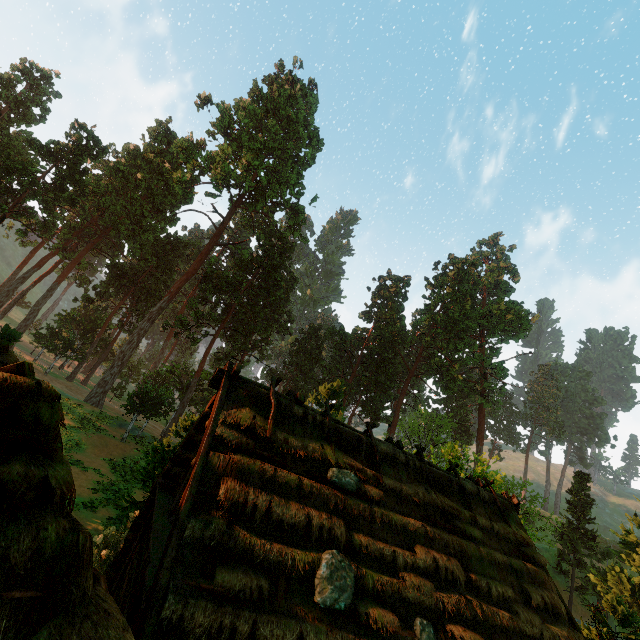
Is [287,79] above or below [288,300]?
above

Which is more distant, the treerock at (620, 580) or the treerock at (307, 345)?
the treerock at (307, 345)

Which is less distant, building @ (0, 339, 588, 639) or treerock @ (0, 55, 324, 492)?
building @ (0, 339, 588, 639)

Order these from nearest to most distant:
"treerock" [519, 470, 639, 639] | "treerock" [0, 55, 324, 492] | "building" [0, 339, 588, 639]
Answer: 1. "building" [0, 339, 588, 639]
2. "treerock" [519, 470, 639, 639]
3. "treerock" [0, 55, 324, 492]

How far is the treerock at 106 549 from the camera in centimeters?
1156cm

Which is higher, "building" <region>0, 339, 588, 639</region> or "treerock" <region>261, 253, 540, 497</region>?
"treerock" <region>261, 253, 540, 497</region>

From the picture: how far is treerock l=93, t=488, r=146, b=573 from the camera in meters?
11.6 m
